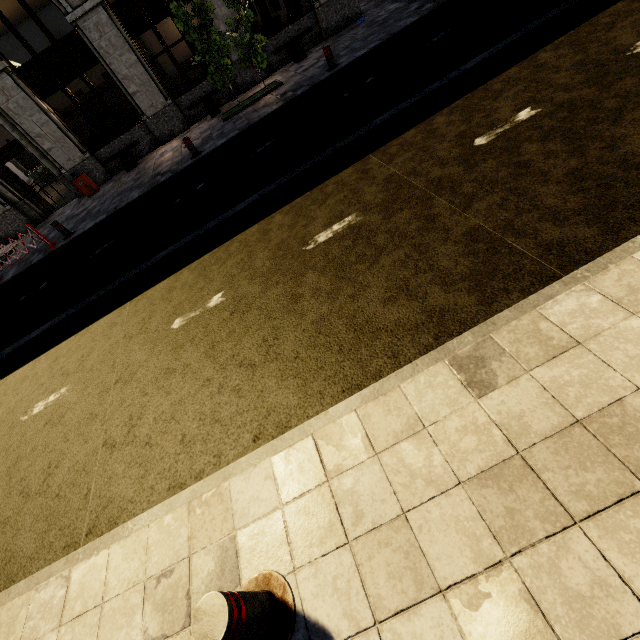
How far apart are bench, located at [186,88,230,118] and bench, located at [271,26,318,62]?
2.2m

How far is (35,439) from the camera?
4.4m

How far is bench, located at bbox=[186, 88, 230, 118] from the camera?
12.63m

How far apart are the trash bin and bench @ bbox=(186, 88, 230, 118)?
4.91m

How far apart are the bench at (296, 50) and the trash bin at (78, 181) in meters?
8.9

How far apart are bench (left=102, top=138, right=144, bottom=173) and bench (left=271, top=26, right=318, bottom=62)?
6.3m

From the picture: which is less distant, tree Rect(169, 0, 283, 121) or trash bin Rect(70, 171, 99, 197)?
tree Rect(169, 0, 283, 121)

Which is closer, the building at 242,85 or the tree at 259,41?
the tree at 259,41
